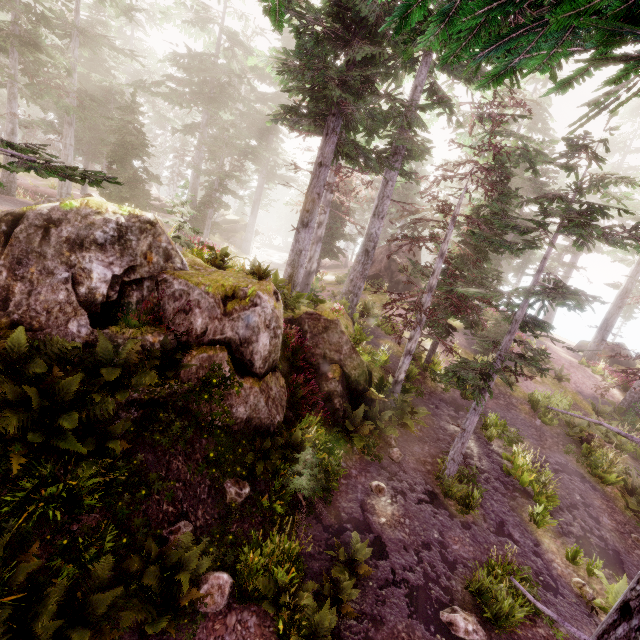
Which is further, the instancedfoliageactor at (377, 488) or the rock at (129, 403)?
the instancedfoliageactor at (377, 488)

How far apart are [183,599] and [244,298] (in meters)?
6.56

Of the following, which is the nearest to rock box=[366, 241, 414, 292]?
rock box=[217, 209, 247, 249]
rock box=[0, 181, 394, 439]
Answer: rock box=[0, 181, 394, 439]

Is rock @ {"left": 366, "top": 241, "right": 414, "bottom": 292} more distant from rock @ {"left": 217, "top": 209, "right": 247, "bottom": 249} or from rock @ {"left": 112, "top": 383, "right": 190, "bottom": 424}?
rock @ {"left": 217, "top": 209, "right": 247, "bottom": 249}

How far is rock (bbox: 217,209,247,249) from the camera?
39.0 meters

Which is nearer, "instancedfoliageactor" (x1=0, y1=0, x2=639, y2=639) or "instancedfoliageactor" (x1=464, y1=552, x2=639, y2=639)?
"instancedfoliageactor" (x1=464, y1=552, x2=639, y2=639)

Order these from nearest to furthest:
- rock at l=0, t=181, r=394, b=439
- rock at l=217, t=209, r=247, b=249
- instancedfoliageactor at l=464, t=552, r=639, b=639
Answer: instancedfoliageactor at l=464, t=552, r=639, b=639 < rock at l=0, t=181, r=394, b=439 < rock at l=217, t=209, r=247, b=249

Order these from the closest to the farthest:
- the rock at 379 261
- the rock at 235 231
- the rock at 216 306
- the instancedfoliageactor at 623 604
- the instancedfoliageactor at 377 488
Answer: the instancedfoliageactor at 623 604 → the rock at 216 306 → the instancedfoliageactor at 377 488 → the rock at 379 261 → the rock at 235 231
